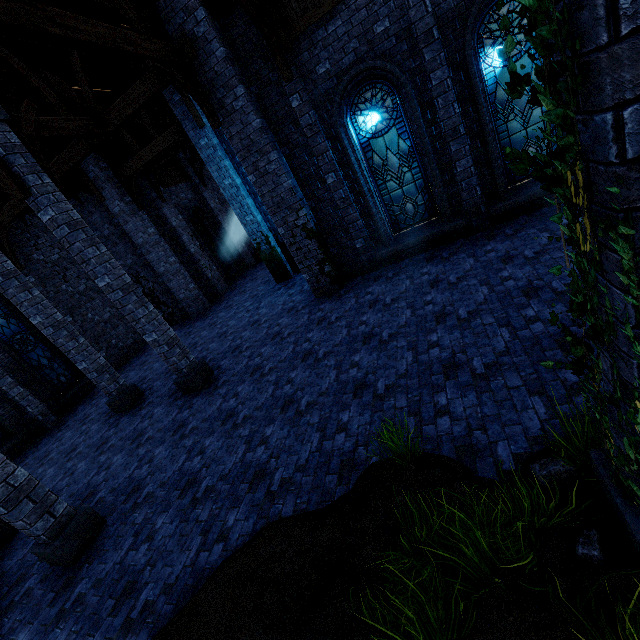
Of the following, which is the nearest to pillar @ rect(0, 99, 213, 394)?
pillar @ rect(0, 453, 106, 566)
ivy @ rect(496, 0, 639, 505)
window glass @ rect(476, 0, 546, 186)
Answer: pillar @ rect(0, 453, 106, 566)

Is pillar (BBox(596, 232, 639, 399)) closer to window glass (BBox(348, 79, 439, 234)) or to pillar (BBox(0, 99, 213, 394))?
window glass (BBox(348, 79, 439, 234))

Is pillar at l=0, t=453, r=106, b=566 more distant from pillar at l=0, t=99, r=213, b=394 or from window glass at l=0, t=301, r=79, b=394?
window glass at l=0, t=301, r=79, b=394

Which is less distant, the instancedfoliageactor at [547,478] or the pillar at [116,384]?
the instancedfoliageactor at [547,478]

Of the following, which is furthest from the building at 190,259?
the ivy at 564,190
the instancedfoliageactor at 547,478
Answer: the instancedfoliageactor at 547,478

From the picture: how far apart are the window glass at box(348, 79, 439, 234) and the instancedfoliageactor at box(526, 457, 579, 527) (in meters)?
7.15

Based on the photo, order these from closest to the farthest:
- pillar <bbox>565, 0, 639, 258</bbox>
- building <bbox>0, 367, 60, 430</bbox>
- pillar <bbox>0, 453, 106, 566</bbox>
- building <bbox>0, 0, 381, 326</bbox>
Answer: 1. pillar <bbox>565, 0, 639, 258</bbox>
2. pillar <bbox>0, 453, 106, 566</bbox>
3. building <bbox>0, 0, 381, 326</bbox>
4. building <bbox>0, 367, 60, 430</bbox>

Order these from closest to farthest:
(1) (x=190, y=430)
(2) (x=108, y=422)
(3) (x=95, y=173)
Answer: (1) (x=190, y=430)
(2) (x=108, y=422)
(3) (x=95, y=173)
